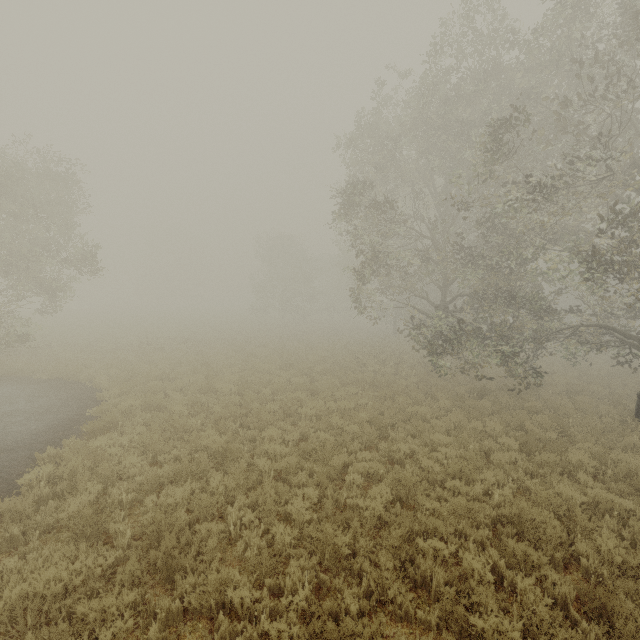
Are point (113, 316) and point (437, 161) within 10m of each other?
no
